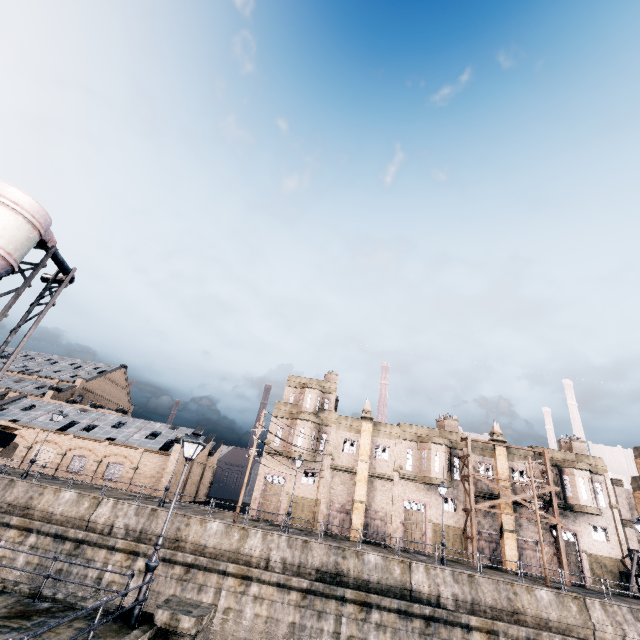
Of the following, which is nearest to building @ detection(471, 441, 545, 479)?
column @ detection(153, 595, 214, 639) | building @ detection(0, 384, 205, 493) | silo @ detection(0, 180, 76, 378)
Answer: building @ detection(0, 384, 205, 493)

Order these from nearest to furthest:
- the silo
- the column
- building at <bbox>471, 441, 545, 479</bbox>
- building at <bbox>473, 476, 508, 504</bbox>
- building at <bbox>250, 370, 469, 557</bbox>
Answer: the column < the silo < building at <bbox>250, 370, 469, 557</bbox> < building at <bbox>473, 476, 508, 504</bbox> < building at <bbox>471, 441, 545, 479</bbox>

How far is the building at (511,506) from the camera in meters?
33.8 m

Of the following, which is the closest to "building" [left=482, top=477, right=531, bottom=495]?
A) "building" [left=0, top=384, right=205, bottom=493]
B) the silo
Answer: "building" [left=0, top=384, right=205, bottom=493]

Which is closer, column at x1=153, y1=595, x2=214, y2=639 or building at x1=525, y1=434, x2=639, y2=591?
column at x1=153, y1=595, x2=214, y2=639

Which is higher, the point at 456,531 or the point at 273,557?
the point at 456,531

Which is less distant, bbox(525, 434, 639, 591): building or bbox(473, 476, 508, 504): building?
bbox(525, 434, 639, 591): building

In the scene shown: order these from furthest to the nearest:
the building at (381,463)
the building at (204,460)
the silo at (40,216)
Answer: the building at (204,460)
the building at (381,463)
the silo at (40,216)
